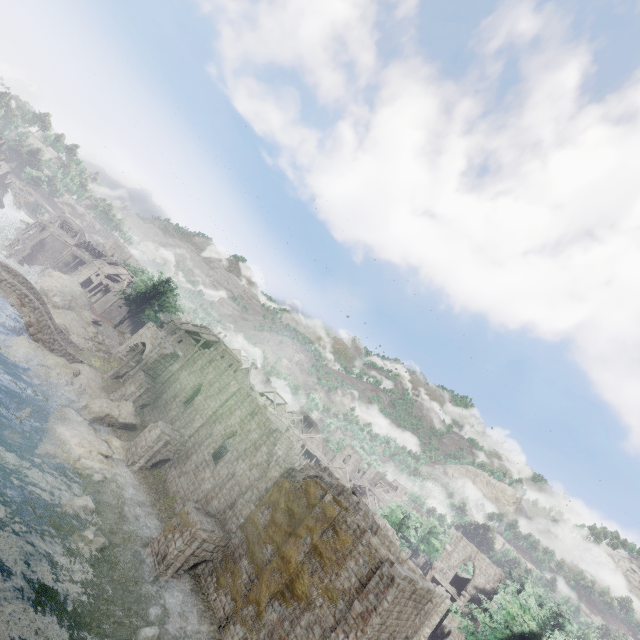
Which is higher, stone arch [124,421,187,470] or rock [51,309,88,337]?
stone arch [124,421,187,470]

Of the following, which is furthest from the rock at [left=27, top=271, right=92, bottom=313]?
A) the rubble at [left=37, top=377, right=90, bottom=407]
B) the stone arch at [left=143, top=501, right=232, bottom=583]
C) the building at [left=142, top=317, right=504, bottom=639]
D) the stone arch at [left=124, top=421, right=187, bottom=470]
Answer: the stone arch at [left=143, top=501, right=232, bottom=583]

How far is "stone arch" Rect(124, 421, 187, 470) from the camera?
26.2 meters

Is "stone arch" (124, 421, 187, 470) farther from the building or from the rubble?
the rubble

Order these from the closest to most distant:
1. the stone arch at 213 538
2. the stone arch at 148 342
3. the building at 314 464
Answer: the building at 314 464 < the stone arch at 213 538 < the stone arch at 148 342

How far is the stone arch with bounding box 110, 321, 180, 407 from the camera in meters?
33.3

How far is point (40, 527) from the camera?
16.97m

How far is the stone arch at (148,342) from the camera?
33.3 meters
